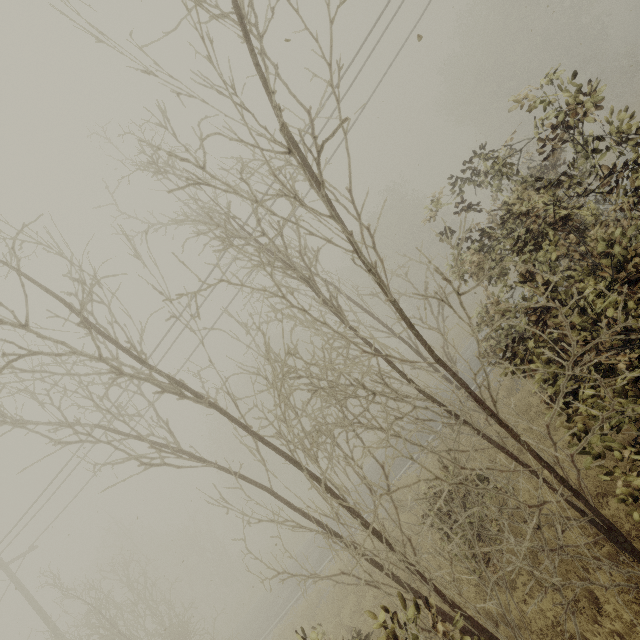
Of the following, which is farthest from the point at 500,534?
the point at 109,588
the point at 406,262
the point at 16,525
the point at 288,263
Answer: the point at 109,588
